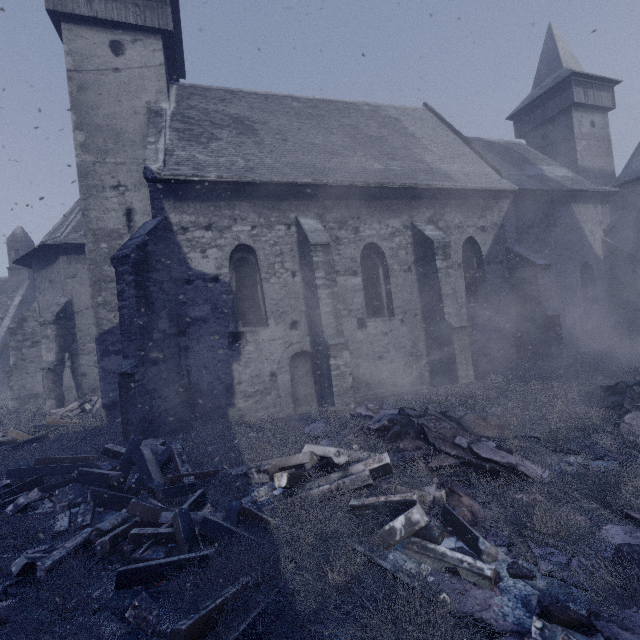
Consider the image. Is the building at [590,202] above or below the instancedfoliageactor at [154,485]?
above

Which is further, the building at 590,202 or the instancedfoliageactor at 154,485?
the building at 590,202

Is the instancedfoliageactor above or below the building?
below

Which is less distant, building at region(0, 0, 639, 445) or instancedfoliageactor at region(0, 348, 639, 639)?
instancedfoliageactor at region(0, 348, 639, 639)

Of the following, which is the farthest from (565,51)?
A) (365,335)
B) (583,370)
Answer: (365,335)
